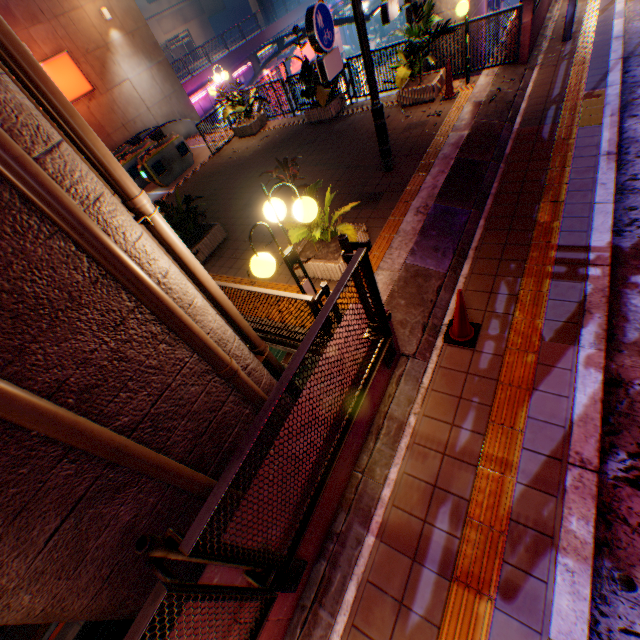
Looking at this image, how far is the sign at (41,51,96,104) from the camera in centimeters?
1464cm

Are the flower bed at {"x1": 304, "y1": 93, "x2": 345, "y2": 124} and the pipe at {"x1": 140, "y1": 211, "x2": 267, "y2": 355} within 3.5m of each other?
no

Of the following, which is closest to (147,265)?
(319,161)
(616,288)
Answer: (616,288)

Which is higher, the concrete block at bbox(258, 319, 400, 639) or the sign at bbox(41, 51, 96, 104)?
the sign at bbox(41, 51, 96, 104)

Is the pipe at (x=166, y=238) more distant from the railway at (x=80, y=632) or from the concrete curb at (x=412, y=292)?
the railway at (x=80, y=632)

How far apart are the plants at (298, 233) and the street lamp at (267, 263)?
0.8m

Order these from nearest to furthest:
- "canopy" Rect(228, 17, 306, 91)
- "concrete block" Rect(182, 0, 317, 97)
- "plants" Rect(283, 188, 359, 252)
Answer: "plants" Rect(283, 188, 359, 252)
"canopy" Rect(228, 17, 306, 91)
"concrete block" Rect(182, 0, 317, 97)

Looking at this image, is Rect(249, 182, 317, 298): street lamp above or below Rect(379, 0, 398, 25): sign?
below
